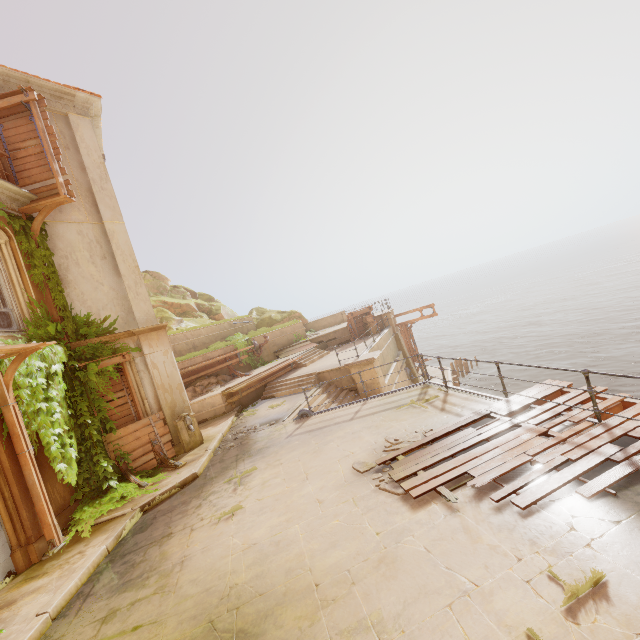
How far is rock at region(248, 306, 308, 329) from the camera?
29.0m

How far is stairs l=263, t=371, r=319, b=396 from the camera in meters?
15.7

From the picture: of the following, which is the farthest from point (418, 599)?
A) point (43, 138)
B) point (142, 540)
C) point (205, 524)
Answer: point (43, 138)

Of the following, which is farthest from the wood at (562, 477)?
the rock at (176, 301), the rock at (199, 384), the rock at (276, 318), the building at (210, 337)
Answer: the rock at (276, 318)

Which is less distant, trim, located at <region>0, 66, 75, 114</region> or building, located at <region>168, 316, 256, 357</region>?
trim, located at <region>0, 66, 75, 114</region>

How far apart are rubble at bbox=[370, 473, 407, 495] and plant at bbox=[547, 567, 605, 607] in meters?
2.3 m

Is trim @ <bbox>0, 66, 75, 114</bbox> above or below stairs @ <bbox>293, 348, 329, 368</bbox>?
above

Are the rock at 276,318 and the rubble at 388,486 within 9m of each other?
no
